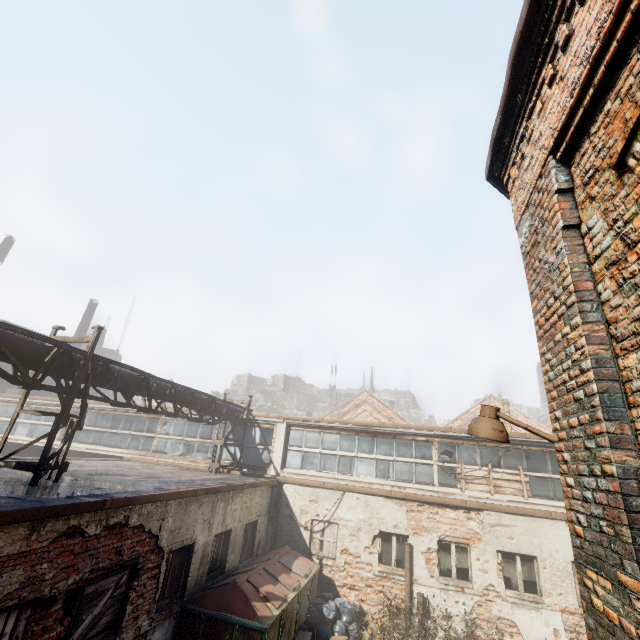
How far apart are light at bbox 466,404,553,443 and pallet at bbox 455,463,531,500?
9.7 meters

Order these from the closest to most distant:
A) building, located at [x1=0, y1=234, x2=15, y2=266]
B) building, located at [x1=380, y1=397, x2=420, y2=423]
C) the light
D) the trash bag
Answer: the light < the trash bag < building, located at [x1=0, y1=234, x2=15, y2=266] < building, located at [x1=380, y1=397, x2=420, y2=423]

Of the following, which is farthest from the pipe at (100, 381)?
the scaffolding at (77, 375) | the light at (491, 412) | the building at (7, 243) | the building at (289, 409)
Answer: the building at (289, 409)

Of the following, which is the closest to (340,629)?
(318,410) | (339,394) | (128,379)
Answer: (128,379)

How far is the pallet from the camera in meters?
11.2

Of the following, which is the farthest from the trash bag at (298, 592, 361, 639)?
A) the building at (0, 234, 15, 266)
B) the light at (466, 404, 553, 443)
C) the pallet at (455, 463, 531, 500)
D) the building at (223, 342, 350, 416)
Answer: the building at (223, 342, 350, 416)

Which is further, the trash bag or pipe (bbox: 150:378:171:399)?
pipe (bbox: 150:378:171:399)

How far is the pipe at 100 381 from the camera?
7.9m
